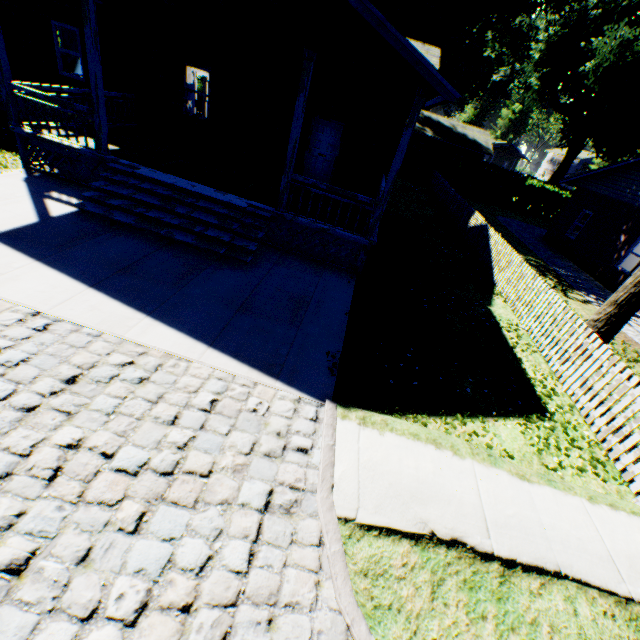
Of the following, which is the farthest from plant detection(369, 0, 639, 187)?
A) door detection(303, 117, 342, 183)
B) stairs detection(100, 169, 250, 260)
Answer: stairs detection(100, 169, 250, 260)

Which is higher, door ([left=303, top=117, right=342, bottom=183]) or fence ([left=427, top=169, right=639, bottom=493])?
door ([left=303, top=117, right=342, bottom=183])

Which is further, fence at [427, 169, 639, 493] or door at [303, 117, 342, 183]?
door at [303, 117, 342, 183]

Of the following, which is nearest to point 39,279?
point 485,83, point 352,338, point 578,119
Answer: point 352,338

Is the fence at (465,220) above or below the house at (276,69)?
below

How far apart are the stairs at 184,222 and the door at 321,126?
5.7 meters

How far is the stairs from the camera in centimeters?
764cm

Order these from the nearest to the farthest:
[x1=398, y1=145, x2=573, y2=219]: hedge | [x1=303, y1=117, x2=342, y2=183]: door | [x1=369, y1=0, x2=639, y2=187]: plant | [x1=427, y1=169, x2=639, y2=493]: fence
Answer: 1. [x1=427, y1=169, x2=639, y2=493]: fence
2. [x1=303, y1=117, x2=342, y2=183]: door
3. [x1=369, y1=0, x2=639, y2=187]: plant
4. [x1=398, y1=145, x2=573, y2=219]: hedge
